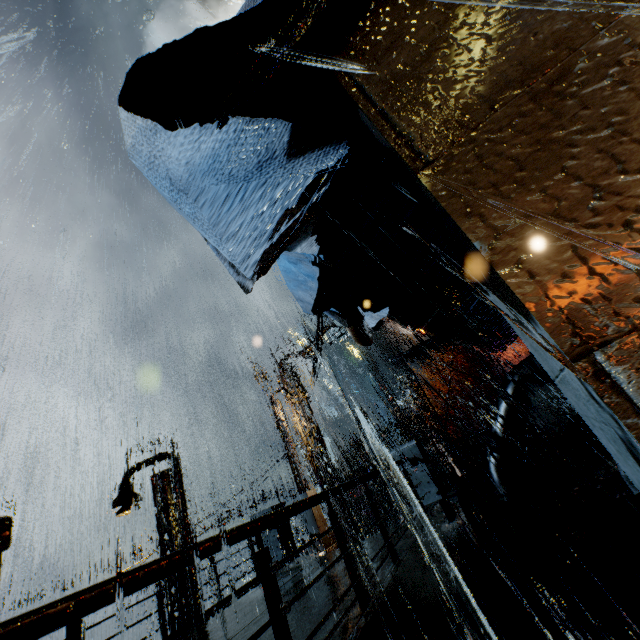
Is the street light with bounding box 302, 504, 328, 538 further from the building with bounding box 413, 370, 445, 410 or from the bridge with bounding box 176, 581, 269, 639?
the building with bounding box 413, 370, 445, 410

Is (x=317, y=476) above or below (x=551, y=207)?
above

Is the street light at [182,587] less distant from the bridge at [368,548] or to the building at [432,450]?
the bridge at [368,548]

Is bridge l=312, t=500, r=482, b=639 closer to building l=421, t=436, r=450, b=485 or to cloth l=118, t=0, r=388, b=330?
building l=421, t=436, r=450, b=485

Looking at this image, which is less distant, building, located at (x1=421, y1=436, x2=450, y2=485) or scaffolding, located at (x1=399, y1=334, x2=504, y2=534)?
scaffolding, located at (x1=399, y1=334, x2=504, y2=534)

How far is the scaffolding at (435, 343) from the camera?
10.8 meters

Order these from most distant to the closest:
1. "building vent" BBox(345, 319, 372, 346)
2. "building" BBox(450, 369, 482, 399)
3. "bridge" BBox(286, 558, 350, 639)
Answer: "building" BBox(450, 369, 482, 399) → "building vent" BBox(345, 319, 372, 346) → "bridge" BBox(286, 558, 350, 639)
